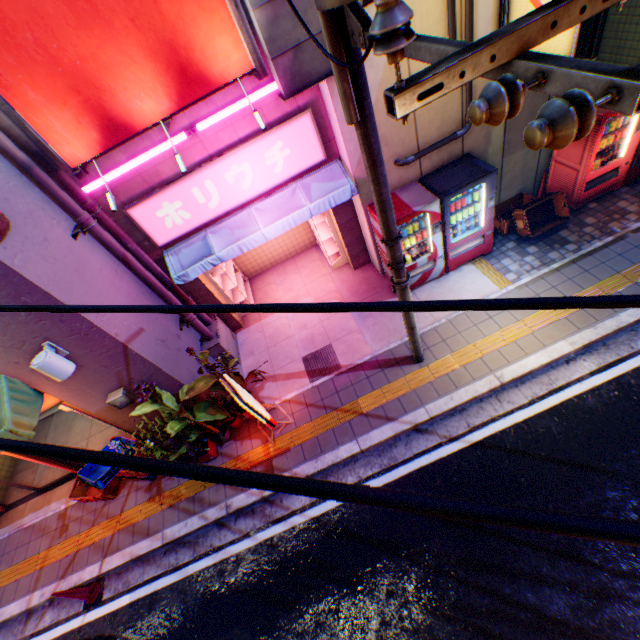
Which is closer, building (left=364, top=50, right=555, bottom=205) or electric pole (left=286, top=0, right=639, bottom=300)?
electric pole (left=286, top=0, right=639, bottom=300)

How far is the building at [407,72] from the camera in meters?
5.1 m

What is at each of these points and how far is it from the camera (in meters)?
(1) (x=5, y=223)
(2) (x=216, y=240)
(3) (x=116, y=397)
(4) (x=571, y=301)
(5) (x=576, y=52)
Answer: (1) pipe, 3.73
(2) awning, 6.39
(3) electric box, 5.48
(4) power line, 0.96
(5) sign, 4.19

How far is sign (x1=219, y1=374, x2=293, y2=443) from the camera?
5.3m

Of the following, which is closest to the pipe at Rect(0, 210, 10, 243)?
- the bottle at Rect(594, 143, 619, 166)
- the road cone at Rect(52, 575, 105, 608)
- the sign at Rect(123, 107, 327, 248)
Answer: the sign at Rect(123, 107, 327, 248)

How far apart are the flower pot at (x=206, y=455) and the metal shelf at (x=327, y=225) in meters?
5.2

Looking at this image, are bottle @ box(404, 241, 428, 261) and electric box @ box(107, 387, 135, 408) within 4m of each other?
no

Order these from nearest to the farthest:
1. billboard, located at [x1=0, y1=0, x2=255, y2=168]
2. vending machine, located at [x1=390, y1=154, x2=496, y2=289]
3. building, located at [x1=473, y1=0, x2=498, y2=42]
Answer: billboard, located at [x1=0, y1=0, x2=255, y2=168] < building, located at [x1=473, y1=0, x2=498, y2=42] < vending machine, located at [x1=390, y1=154, x2=496, y2=289]
